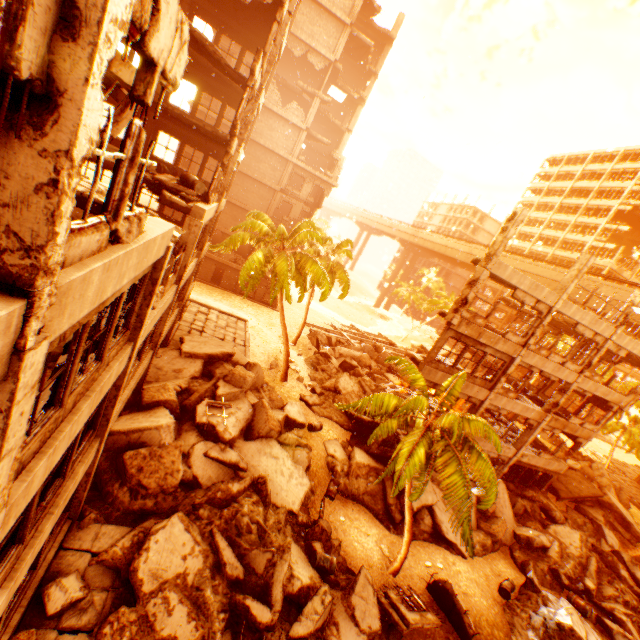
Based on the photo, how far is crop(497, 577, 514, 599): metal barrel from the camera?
14.7 meters

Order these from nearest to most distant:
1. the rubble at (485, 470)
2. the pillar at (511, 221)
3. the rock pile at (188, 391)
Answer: the rock pile at (188, 391)
the rubble at (485, 470)
the pillar at (511, 221)

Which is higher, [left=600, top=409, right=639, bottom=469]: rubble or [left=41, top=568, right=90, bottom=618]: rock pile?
[left=600, top=409, right=639, bottom=469]: rubble

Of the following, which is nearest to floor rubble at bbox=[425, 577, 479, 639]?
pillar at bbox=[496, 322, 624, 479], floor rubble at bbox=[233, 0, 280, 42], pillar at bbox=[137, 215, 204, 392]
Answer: pillar at bbox=[496, 322, 624, 479]

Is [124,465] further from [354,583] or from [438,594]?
[438,594]

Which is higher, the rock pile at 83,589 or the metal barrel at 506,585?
the rock pile at 83,589

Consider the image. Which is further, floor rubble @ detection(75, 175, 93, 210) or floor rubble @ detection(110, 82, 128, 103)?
floor rubble @ detection(110, 82, 128, 103)

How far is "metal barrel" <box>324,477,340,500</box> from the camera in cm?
1579
